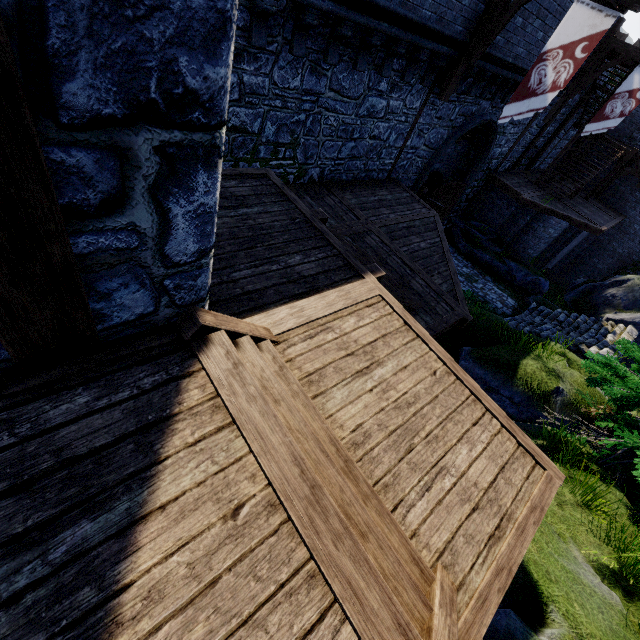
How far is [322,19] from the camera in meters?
6.9

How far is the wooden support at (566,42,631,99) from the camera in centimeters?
1362cm

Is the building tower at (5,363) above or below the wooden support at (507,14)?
below

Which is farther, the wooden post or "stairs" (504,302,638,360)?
"stairs" (504,302,638,360)

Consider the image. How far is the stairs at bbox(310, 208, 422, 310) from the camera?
4.8 meters

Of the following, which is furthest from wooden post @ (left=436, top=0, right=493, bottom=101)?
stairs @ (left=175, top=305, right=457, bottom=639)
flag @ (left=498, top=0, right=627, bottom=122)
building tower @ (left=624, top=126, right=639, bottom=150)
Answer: building tower @ (left=624, top=126, right=639, bottom=150)

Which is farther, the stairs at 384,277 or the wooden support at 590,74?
the wooden support at 590,74

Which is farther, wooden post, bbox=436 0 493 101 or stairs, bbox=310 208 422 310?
wooden post, bbox=436 0 493 101
